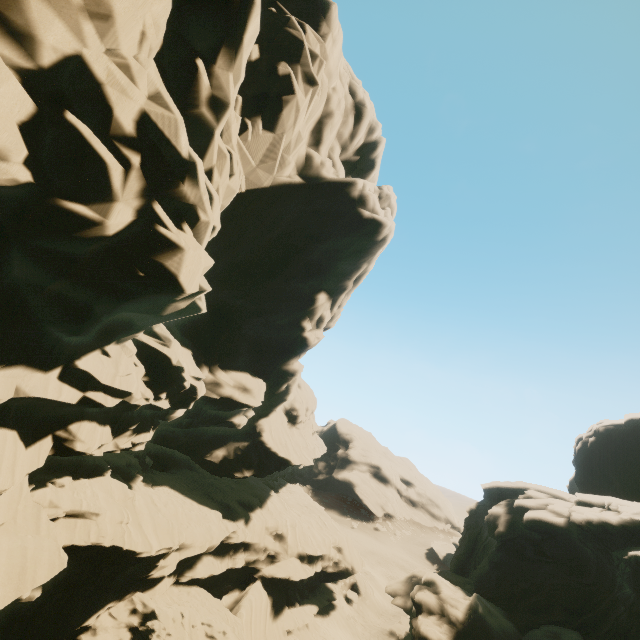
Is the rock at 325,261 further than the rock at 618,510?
No

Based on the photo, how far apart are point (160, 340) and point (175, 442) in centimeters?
1930cm

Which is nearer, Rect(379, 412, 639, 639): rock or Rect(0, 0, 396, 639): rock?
Rect(0, 0, 396, 639): rock
